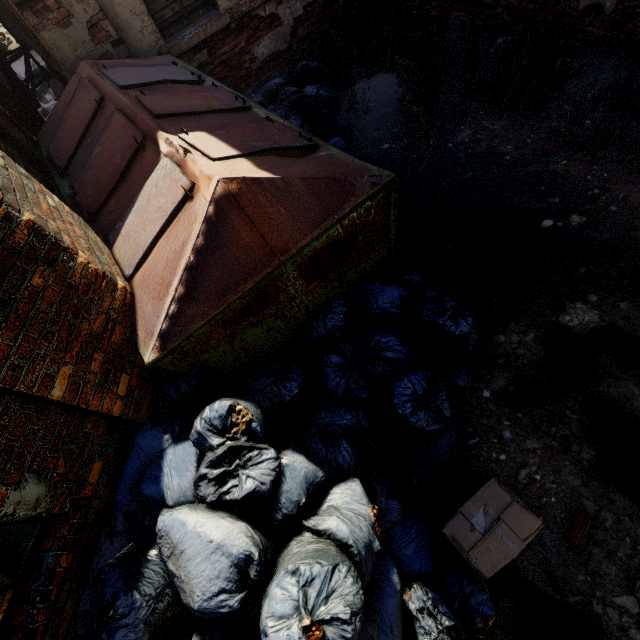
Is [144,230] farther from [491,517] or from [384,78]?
[384,78]

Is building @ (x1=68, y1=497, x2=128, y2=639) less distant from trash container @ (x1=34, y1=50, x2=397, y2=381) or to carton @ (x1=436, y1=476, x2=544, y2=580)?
trash container @ (x1=34, y1=50, x2=397, y2=381)

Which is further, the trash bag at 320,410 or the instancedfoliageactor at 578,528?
the instancedfoliageactor at 578,528

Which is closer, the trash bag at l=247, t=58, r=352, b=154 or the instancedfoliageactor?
the instancedfoliageactor

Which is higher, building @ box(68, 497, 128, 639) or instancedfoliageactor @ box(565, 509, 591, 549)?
building @ box(68, 497, 128, 639)

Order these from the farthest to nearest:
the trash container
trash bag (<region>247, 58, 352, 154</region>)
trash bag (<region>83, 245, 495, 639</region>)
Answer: trash bag (<region>247, 58, 352, 154</region>), the trash container, trash bag (<region>83, 245, 495, 639</region>)

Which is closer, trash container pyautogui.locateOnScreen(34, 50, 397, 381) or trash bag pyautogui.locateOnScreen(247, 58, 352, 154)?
trash container pyautogui.locateOnScreen(34, 50, 397, 381)

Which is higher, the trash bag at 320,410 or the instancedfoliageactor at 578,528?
the trash bag at 320,410
